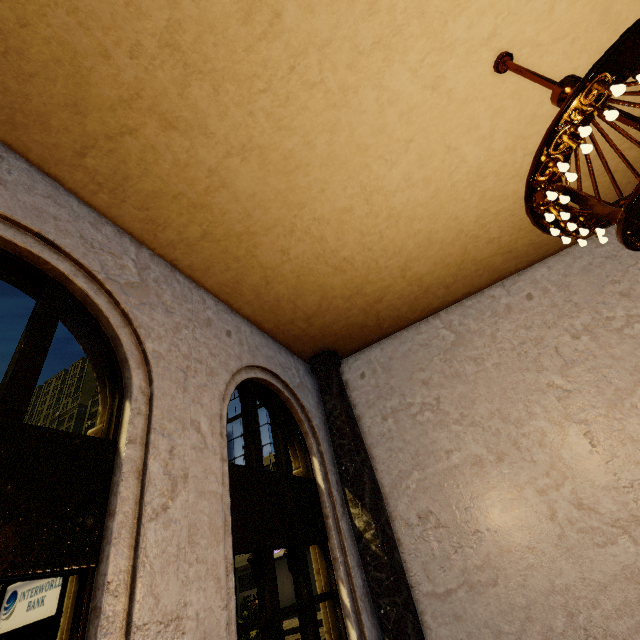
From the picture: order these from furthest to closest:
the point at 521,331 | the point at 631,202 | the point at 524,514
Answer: the point at 521,331
the point at 524,514
the point at 631,202
